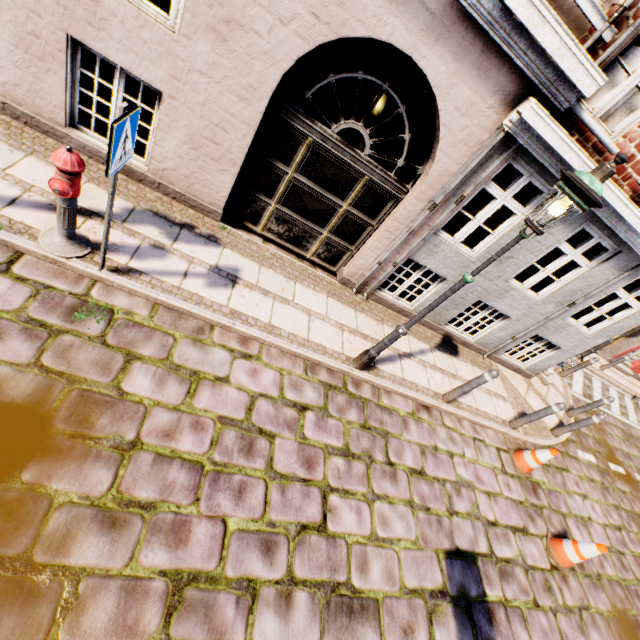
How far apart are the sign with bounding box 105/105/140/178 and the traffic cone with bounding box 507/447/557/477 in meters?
7.7

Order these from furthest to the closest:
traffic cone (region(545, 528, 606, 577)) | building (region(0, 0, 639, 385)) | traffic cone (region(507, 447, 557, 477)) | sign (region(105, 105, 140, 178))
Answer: traffic cone (region(507, 447, 557, 477)), traffic cone (region(545, 528, 606, 577)), building (region(0, 0, 639, 385)), sign (region(105, 105, 140, 178))

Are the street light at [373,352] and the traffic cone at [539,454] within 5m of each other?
yes

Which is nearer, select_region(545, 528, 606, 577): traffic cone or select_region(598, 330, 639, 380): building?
select_region(545, 528, 606, 577): traffic cone

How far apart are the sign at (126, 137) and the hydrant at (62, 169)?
0.5 meters

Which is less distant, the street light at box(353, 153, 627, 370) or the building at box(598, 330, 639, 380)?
the street light at box(353, 153, 627, 370)

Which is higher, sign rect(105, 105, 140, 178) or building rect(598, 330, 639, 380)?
sign rect(105, 105, 140, 178)

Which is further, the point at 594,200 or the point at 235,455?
the point at 235,455
